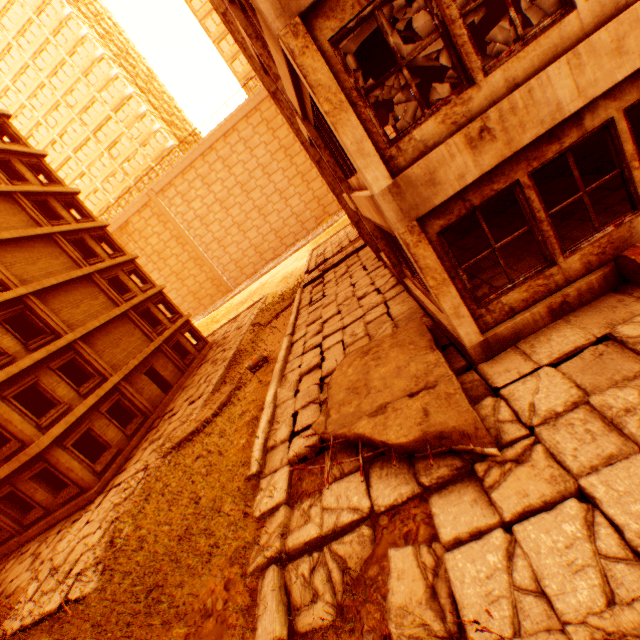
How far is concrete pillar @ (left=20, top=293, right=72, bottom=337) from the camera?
16.3m

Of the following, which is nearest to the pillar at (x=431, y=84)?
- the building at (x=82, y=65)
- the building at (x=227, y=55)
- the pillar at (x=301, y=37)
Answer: the pillar at (x=301, y=37)

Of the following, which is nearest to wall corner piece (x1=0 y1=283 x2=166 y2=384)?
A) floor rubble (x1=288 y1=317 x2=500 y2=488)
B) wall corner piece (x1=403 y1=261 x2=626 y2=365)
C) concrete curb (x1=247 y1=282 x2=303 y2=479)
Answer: concrete curb (x1=247 y1=282 x2=303 y2=479)

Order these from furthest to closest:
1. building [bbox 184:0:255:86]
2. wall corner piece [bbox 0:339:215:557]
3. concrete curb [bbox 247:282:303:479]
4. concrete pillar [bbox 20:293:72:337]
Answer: building [bbox 184:0:255:86] → concrete pillar [bbox 20:293:72:337] → wall corner piece [bbox 0:339:215:557] → concrete curb [bbox 247:282:303:479]

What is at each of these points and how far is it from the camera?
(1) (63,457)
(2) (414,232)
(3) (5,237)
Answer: (1) concrete pillar, 13.83m
(2) pillar, 4.95m
(3) wall corner piece, 16.89m

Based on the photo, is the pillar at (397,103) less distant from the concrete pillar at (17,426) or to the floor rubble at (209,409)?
the floor rubble at (209,409)

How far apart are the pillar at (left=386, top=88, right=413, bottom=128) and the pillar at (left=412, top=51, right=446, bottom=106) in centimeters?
493cm

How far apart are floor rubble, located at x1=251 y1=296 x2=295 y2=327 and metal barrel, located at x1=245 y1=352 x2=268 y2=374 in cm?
654
